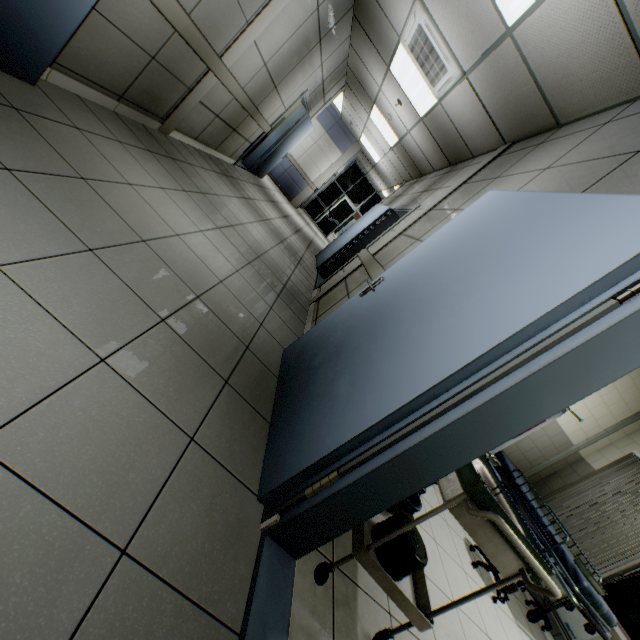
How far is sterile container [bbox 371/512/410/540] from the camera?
1.6m

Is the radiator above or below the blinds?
below

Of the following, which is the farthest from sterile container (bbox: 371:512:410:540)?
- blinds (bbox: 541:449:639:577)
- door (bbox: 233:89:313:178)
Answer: door (bbox: 233:89:313:178)

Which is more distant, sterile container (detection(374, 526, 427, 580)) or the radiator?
the radiator

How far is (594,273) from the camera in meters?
1.1 m

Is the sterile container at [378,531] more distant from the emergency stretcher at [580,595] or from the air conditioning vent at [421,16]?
the air conditioning vent at [421,16]

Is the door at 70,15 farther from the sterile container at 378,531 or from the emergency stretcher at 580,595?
the emergency stretcher at 580,595

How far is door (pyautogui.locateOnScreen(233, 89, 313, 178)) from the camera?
7.12m
